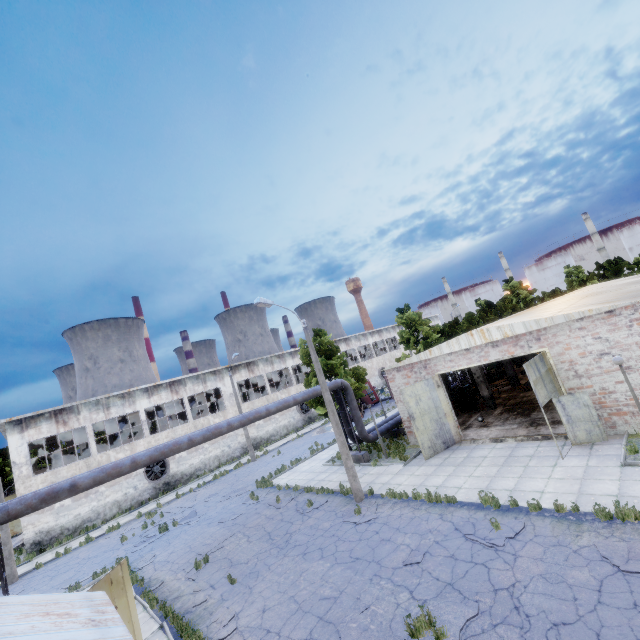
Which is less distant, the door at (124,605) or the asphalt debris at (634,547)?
the door at (124,605)

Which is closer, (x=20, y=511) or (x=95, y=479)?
(x=20, y=511)

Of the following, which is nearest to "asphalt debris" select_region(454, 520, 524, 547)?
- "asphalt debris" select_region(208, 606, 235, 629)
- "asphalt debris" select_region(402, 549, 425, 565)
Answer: "asphalt debris" select_region(402, 549, 425, 565)

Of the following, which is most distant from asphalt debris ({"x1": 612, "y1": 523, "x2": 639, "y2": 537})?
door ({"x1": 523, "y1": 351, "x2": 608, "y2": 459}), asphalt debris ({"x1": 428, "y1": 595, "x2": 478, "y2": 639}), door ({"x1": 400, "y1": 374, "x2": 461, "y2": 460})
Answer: door ({"x1": 400, "y1": 374, "x2": 461, "y2": 460})

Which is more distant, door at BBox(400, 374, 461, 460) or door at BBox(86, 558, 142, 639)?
door at BBox(400, 374, 461, 460)

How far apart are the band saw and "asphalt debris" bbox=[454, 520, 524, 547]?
21.7m

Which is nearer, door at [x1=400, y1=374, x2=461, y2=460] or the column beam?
door at [x1=400, y1=374, x2=461, y2=460]

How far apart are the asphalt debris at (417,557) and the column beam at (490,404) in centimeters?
1471cm
